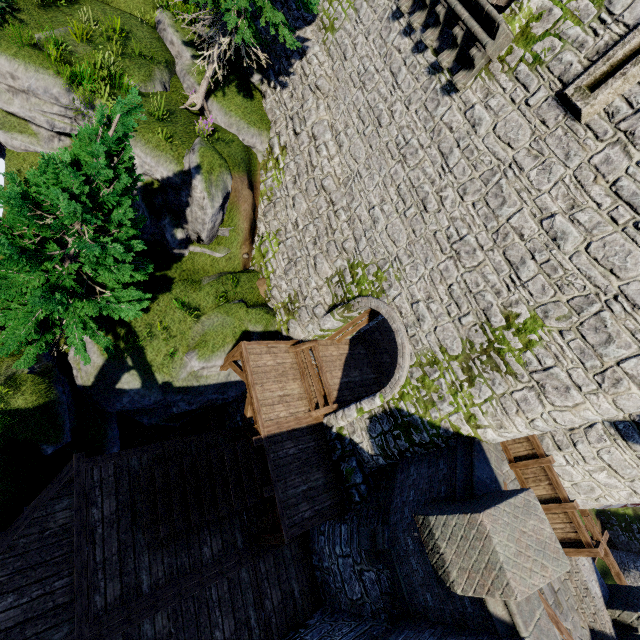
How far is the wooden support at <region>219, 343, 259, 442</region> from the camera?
10.34m

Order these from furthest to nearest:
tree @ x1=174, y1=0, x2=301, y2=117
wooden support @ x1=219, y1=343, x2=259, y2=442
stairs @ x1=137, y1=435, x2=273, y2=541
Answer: wooden support @ x1=219, y1=343, x2=259, y2=442, tree @ x1=174, y1=0, x2=301, y2=117, stairs @ x1=137, y1=435, x2=273, y2=541

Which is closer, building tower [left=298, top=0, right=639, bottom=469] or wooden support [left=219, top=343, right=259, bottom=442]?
building tower [left=298, top=0, right=639, bottom=469]

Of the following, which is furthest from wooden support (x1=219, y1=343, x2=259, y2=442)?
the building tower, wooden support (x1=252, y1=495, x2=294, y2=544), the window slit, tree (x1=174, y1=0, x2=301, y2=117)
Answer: the window slit

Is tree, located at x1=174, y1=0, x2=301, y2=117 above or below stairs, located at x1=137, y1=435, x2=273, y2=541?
above

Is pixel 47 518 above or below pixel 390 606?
below

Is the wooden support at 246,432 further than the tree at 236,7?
Yes

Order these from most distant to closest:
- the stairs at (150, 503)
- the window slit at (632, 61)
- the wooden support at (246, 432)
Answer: the wooden support at (246, 432) → the stairs at (150, 503) → the window slit at (632, 61)
